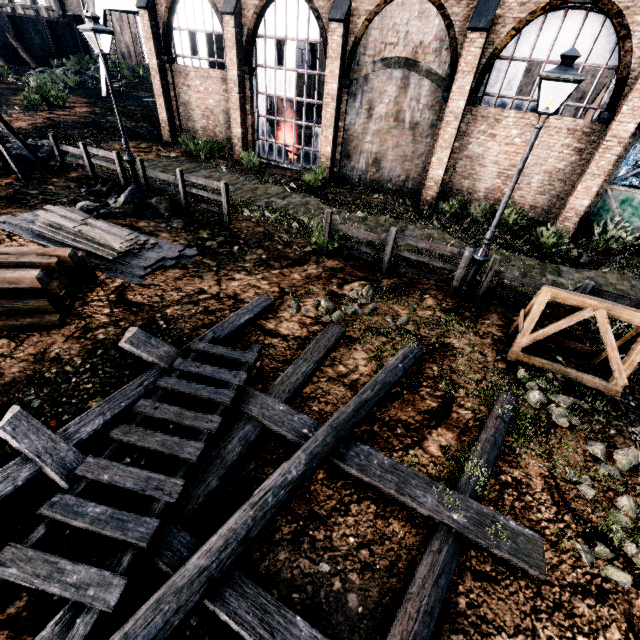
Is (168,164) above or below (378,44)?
below

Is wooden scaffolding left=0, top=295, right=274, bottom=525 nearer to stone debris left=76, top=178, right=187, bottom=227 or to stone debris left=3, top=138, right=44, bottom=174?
stone debris left=76, top=178, right=187, bottom=227

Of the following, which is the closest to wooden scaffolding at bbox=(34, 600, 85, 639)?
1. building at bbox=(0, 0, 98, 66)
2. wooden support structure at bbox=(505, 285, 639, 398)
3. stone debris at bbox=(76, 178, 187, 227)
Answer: wooden support structure at bbox=(505, 285, 639, 398)

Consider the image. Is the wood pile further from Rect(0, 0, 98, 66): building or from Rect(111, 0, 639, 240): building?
Rect(0, 0, 98, 66): building

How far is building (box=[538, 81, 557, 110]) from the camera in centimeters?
1275cm

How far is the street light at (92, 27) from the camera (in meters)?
10.45

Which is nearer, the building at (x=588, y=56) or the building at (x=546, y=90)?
the building at (x=588, y=56)

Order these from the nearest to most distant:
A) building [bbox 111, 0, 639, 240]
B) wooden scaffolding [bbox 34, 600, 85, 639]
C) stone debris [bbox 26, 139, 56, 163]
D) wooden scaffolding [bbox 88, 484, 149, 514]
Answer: wooden scaffolding [bbox 34, 600, 85, 639] < wooden scaffolding [bbox 88, 484, 149, 514] < building [bbox 111, 0, 639, 240] < stone debris [bbox 26, 139, 56, 163]
